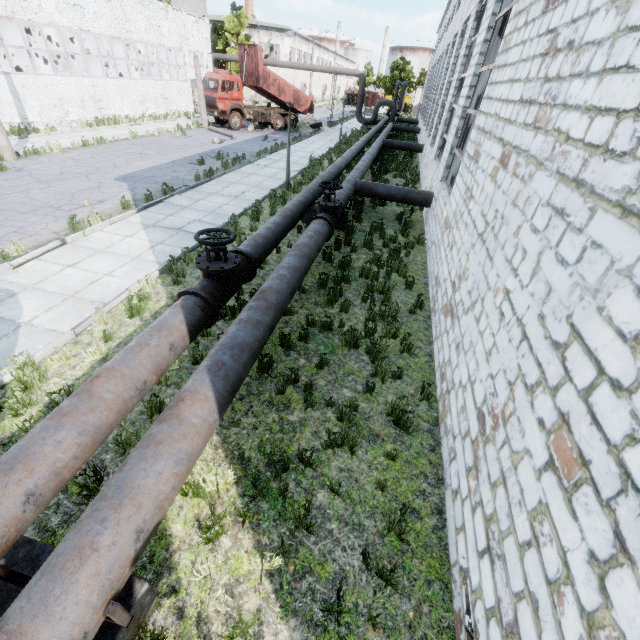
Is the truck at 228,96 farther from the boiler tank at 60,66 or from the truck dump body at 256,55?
the boiler tank at 60,66

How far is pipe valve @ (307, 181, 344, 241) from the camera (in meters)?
8.29

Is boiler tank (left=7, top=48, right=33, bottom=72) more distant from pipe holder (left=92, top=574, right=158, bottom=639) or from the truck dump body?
pipe holder (left=92, top=574, right=158, bottom=639)

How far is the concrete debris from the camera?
A: 31.4 meters

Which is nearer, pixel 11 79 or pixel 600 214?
pixel 600 214

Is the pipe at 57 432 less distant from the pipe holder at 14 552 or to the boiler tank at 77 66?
the pipe holder at 14 552

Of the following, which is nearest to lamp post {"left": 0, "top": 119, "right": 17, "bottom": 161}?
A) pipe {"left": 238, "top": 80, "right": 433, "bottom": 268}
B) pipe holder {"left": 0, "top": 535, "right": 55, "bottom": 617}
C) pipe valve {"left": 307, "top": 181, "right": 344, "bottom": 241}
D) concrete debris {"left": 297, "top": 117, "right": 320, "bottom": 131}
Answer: pipe {"left": 238, "top": 80, "right": 433, "bottom": 268}

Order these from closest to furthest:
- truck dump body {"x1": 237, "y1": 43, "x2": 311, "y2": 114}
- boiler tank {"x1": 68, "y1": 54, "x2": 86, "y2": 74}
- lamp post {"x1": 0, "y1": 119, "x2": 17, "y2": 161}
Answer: lamp post {"x1": 0, "y1": 119, "x2": 17, "y2": 161}, truck dump body {"x1": 237, "y1": 43, "x2": 311, "y2": 114}, boiler tank {"x1": 68, "y1": 54, "x2": 86, "y2": 74}
